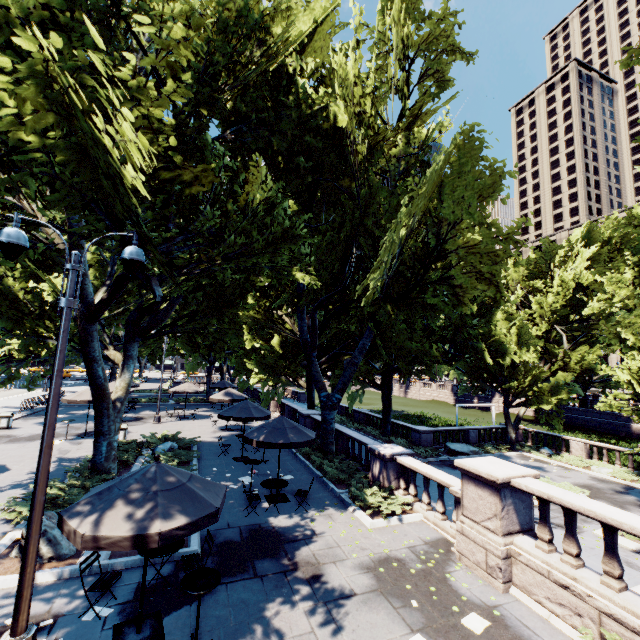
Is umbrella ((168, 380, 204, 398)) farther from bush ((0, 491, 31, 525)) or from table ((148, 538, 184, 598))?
table ((148, 538, 184, 598))

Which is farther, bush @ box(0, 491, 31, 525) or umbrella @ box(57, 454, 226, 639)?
bush @ box(0, 491, 31, 525)

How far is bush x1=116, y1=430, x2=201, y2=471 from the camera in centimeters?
1448cm

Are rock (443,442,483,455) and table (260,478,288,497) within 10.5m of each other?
no

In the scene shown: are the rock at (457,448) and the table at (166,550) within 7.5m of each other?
no

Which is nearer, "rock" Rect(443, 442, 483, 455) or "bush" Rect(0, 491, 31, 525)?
"bush" Rect(0, 491, 31, 525)

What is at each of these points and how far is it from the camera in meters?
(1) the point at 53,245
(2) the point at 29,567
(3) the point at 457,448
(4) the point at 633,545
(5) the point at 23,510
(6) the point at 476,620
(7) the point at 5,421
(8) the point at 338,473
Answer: (1) tree, 11.9 m
(2) light, 5.2 m
(3) rock, 25.1 m
(4) planter, 12.3 m
(5) bush, 9.8 m
(6) instancedfoliageactor, 6.6 m
(7) garbage can, 20.8 m
(8) bush, 14.2 m

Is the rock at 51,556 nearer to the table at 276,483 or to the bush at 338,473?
the table at 276,483
